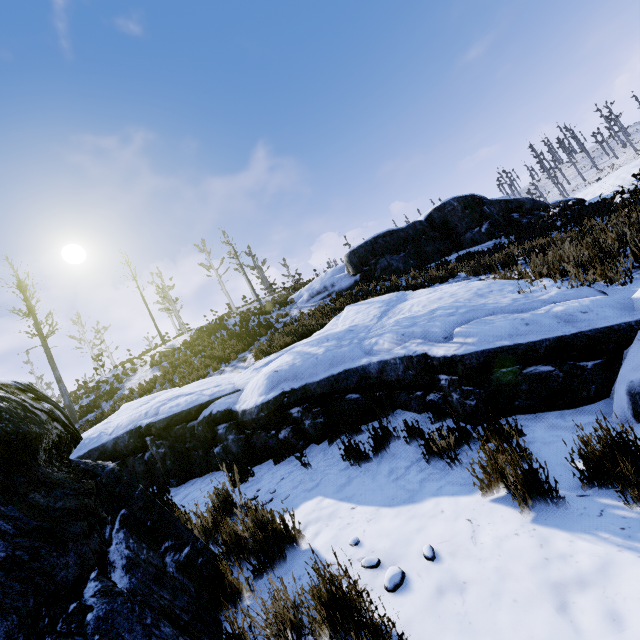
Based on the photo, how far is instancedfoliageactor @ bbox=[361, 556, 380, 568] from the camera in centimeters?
236cm

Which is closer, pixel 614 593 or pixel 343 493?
pixel 614 593

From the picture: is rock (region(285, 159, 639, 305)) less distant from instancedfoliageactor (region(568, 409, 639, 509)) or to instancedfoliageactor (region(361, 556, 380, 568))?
instancedfoliageactor (region(568, 409, 639, 509))

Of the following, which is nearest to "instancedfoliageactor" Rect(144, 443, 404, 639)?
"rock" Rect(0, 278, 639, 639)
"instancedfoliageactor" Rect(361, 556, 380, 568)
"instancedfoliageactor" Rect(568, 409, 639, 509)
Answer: "rock" Rect(0, 278, 639, 639)

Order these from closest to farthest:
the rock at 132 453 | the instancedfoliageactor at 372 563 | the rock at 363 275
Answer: the rock at 132 453 < the instancedfoliageactor at 372 563 < the rock at 363 275

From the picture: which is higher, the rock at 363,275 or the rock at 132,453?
the rock at 363,275

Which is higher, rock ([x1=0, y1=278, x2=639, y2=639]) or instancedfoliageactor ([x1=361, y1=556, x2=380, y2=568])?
rock ([x1=0, y1=278, x2=639, y2=639])
